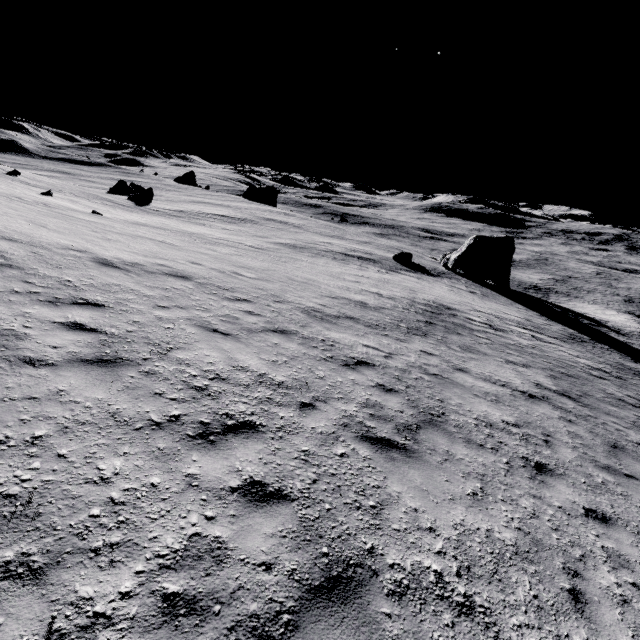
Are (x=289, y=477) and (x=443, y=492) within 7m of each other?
yes

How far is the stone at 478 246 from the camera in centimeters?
3903cm

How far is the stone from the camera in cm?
3903
